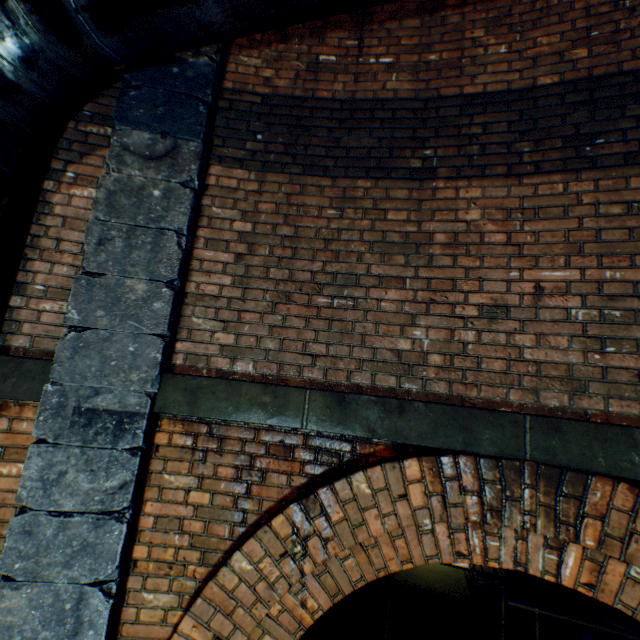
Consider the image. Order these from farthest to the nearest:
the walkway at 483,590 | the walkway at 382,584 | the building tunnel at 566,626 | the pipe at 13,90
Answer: the walkway at 382,584
the building tunnel at 566,626
the walkway at 483,590
the pipe at 13,90

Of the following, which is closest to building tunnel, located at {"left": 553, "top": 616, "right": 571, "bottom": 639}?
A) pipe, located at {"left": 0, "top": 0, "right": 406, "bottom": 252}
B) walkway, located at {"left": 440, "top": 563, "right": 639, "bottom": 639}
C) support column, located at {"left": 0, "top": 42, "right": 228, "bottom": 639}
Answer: walkway, located at {"left": 440, "top": 563, "right": 639, "bottom": 639}

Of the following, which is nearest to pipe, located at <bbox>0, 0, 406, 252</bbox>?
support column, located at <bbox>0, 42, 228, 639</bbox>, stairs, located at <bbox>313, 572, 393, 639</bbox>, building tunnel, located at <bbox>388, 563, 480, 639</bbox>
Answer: support column, located at <bbox>0, 42, 228, 639</bbox>

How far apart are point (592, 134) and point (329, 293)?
2.2 meters

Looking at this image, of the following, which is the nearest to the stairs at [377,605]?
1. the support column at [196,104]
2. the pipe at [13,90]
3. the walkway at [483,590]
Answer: the walkway at [483,590]

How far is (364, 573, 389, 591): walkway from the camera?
6.8m

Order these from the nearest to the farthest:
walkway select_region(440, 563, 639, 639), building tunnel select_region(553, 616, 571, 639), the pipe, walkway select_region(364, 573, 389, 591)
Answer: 1. the pipe
2. walkway select_region(440, 563, 639, 639)
3. building tunnel select_region(553, 616, 571, 639)
4. walkway select_region(364, 573, 389, 591)

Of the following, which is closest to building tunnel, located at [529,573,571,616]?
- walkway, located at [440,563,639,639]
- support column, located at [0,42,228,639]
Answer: walkway, located at [440,563,639,639]
